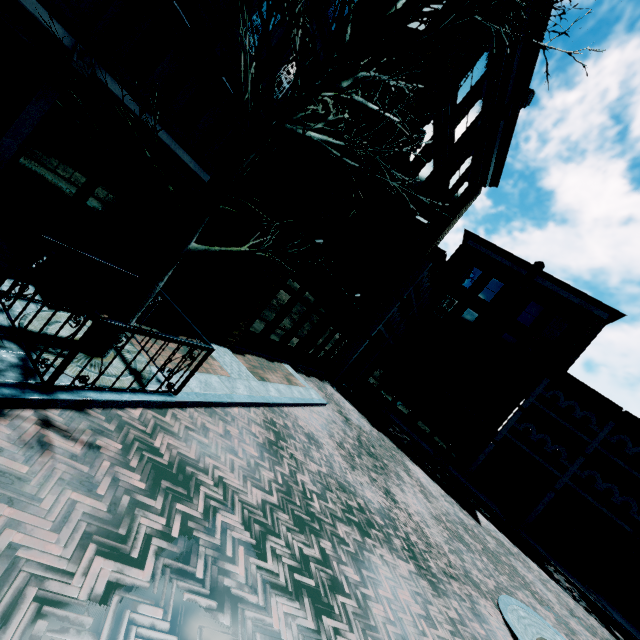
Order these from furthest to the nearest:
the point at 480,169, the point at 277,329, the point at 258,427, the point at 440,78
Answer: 1. the point at 480,169
2. the point at 277,329
3. the point at 440,78
4. the point at 258,427

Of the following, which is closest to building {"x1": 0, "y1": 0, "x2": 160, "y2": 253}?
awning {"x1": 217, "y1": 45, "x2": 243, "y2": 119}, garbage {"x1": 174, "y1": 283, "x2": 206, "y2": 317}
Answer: awning {"x1": 217, "y1": 45, "x2": 243, "y2": 119}

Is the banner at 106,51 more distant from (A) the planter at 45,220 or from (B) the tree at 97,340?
(A) the planter at 45,220

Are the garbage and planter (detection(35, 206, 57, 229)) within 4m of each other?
yes

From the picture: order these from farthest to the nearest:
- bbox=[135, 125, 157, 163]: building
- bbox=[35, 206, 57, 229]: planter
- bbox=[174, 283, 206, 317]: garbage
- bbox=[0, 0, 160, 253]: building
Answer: bbox=[174, 283, 206, 317]: garbage < bbox=[135, 125, 157, 163]: building < bbox=[35, 206, 57, 229]: planter < bbox=[0, 0, 160, 253]: building

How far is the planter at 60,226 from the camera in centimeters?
777cm

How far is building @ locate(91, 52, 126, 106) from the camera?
7.0 meters
